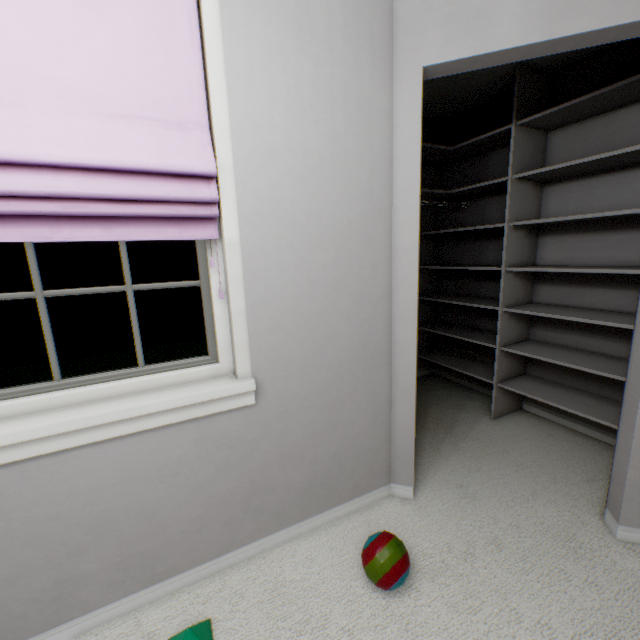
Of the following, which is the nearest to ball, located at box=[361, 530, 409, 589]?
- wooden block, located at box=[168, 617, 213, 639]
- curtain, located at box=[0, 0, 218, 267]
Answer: wooden block, located at box=[168, 617, 213, 639]

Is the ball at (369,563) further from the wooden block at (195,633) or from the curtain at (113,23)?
the curtain at (113,23)

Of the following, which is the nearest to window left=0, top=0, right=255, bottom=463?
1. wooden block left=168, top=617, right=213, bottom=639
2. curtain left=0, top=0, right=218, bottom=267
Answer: curtain left=0, top=0, right=218, bottom=267

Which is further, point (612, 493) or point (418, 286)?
point (418, 286)

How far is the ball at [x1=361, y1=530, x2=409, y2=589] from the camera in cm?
123

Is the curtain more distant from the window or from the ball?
the ball

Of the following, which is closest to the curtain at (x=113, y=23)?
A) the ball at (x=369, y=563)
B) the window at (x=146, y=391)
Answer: the window at (x=146, y=391)

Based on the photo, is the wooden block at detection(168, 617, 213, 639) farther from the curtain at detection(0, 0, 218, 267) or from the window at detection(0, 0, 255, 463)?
the curtain at detection(0, 0, 218, 267)
